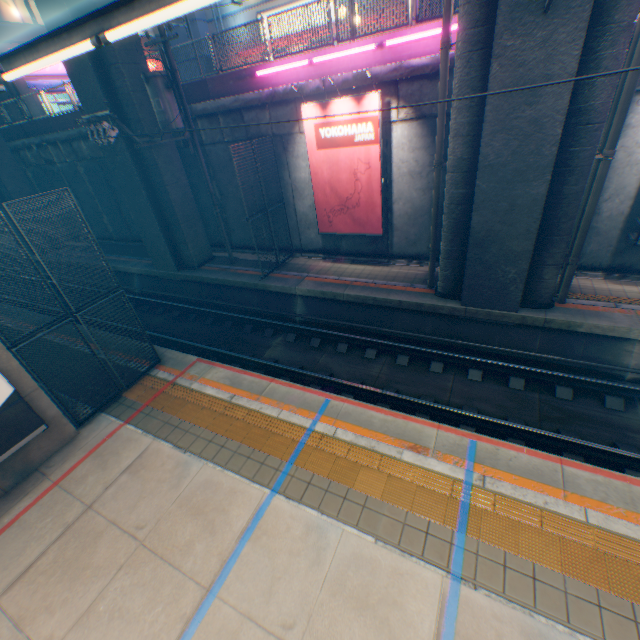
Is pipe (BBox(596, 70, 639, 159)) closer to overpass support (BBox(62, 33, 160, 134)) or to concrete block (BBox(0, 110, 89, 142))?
overpass support (BBox(62, 33, 160, 134))

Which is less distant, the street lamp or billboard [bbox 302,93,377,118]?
the street lamp

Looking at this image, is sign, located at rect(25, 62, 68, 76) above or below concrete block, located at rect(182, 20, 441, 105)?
above

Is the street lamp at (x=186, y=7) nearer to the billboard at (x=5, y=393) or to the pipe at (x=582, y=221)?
the billboard at (x=5, y=393)

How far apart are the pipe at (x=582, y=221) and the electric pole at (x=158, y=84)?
11.77m

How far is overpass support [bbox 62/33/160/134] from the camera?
10.97m

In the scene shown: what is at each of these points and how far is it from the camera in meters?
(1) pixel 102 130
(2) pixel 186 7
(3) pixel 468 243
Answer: (1) electric pole, 9.2 m
(2) street lamp, 2.8 m
(3) overpass support, 8.6 m

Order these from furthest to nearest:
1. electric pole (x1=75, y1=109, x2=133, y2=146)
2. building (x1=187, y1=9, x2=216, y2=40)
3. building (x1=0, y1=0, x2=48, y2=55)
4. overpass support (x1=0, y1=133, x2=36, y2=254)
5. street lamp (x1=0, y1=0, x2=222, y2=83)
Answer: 1. building (x1=187, y1=9, x2=216, y2=40)
2. building (x1=0, y1=0, x2=48, y2=55)
3. overpass support (x1=0, y1=133, x2=36, y2=254)
4. electric pole (x1=75, y1=109, x2=133, y2=146)
5. street lamp (x1=0, y1=0, x2=222, y2=83)
